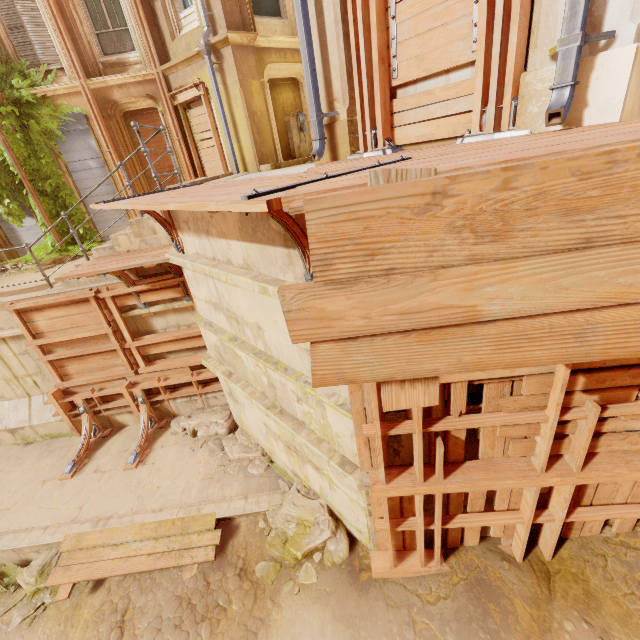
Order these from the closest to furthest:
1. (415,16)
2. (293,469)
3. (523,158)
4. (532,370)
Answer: (523,158) < (532,370) < (415,16) < (293,469)

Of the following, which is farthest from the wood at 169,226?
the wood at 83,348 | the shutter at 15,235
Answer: the shutter at 15,235

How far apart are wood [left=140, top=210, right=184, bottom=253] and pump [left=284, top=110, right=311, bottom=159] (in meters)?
6.35

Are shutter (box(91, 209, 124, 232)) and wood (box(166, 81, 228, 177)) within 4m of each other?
yes

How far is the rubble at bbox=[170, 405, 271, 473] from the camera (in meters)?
6.46

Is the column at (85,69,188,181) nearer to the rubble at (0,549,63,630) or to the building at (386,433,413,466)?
the building at (386,433,413,466)

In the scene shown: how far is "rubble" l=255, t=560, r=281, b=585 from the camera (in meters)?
4.71

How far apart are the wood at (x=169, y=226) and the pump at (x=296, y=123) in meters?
6.3 m
